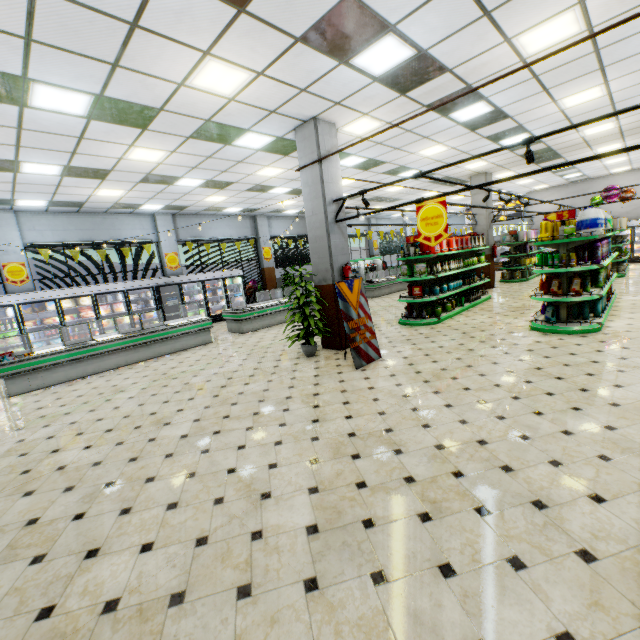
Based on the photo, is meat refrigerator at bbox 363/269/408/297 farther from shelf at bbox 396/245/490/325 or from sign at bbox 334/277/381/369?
sign at bbox 334/277/381/369

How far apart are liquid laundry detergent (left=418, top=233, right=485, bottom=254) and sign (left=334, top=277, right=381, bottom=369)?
4.3 meters

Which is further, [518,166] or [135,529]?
[518,166]

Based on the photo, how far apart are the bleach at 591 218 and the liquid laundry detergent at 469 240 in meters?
3.1 m

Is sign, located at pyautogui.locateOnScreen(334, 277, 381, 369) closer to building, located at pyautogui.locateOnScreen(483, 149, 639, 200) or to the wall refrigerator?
building, located at pyautogui.locateOnScreen(483, 149, 639, 200)

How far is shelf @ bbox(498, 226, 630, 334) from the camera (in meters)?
6.44

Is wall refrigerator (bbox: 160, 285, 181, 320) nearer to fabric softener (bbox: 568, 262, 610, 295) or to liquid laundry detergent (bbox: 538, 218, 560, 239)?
liquid laundry detergent (bbox: 538, 218, 560, 239)

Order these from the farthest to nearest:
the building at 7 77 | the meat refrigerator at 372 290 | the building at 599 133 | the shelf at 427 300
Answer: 1. the meat refrigerator at 372 290
2. the building at 599 133
3. the shelf at 427 300
4. the building at 7 77
